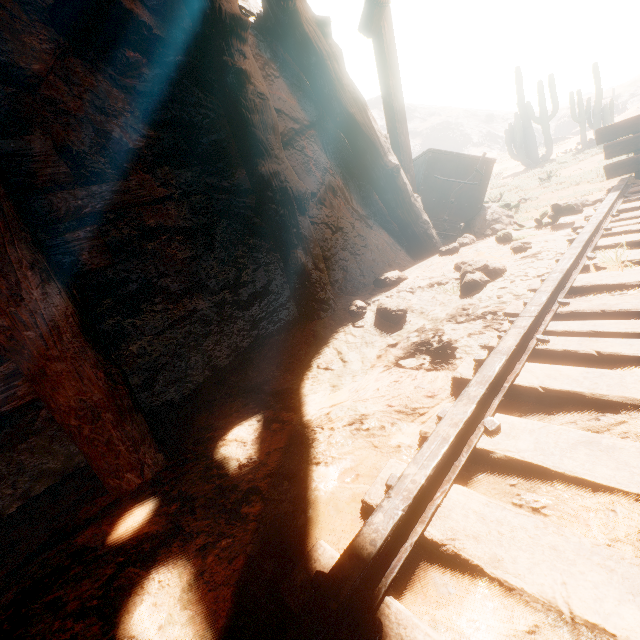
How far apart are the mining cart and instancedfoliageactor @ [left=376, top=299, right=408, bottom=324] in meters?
2.6

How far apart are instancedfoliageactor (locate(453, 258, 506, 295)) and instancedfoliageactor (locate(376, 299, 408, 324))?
0.5 meters

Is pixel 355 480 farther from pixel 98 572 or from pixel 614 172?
pixel 614 172

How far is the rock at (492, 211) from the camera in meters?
5.0 m

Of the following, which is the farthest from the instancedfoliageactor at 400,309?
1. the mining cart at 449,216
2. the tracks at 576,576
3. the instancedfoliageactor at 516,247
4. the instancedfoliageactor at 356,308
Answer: the mining cart at 449,216

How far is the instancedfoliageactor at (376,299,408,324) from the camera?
2.7m

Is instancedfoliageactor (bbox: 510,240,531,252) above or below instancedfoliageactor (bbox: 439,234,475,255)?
below

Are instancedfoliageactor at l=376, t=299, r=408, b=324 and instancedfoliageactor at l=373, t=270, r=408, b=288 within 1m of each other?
yes
